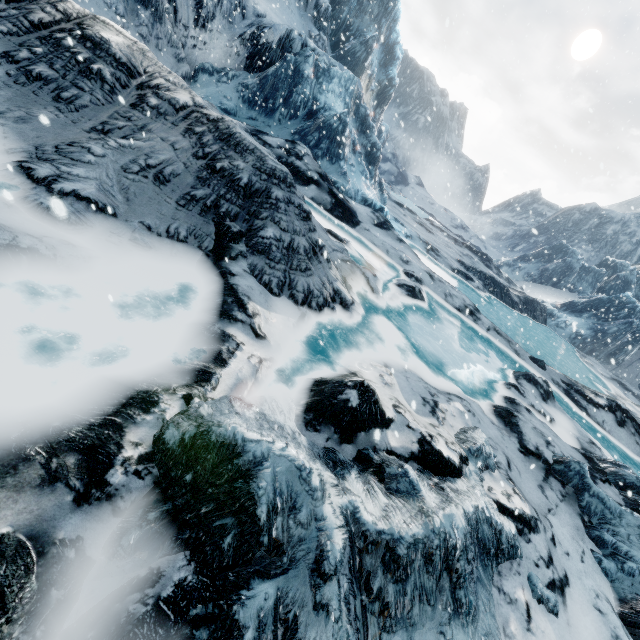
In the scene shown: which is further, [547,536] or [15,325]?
[547,536]
